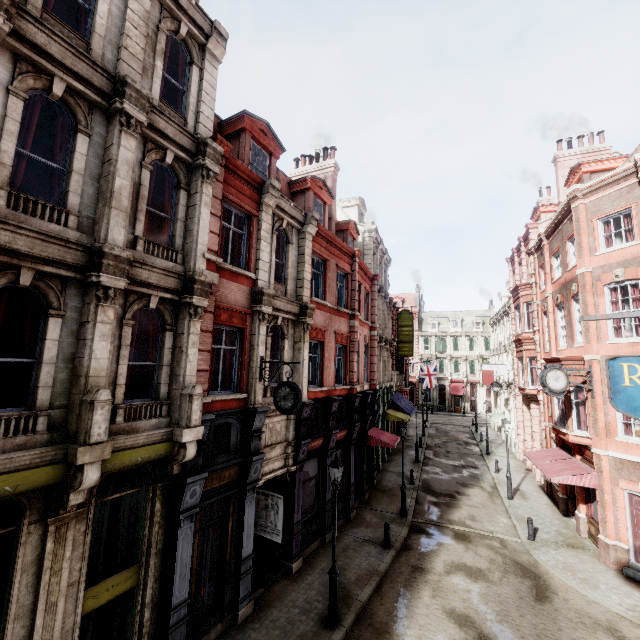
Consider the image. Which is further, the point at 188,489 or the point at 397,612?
the point at 397,612

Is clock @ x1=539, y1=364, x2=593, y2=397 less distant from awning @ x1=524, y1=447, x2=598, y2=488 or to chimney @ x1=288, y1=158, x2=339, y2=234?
awning @ x1=524, y1=447, x2=598, y2=488

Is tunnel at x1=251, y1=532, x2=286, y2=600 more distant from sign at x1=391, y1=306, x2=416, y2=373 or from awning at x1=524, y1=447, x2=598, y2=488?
sign at x1=391, y1=306, x2=416, y2=373

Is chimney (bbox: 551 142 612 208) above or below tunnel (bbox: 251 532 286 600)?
above

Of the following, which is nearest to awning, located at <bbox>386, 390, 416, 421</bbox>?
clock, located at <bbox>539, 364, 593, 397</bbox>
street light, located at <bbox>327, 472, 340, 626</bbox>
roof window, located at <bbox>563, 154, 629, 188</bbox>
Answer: clock, located at <bbox>539, 364, 593, 397</bbox>

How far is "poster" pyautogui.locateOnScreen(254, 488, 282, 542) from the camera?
12.7 meters

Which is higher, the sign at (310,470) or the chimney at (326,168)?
the chimney at (326,168)

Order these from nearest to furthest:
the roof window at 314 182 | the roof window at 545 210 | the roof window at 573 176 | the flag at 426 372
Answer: the roof window at 314 182, the roof window at 573 176, the roof window at 545 210, the flag at 426 372
